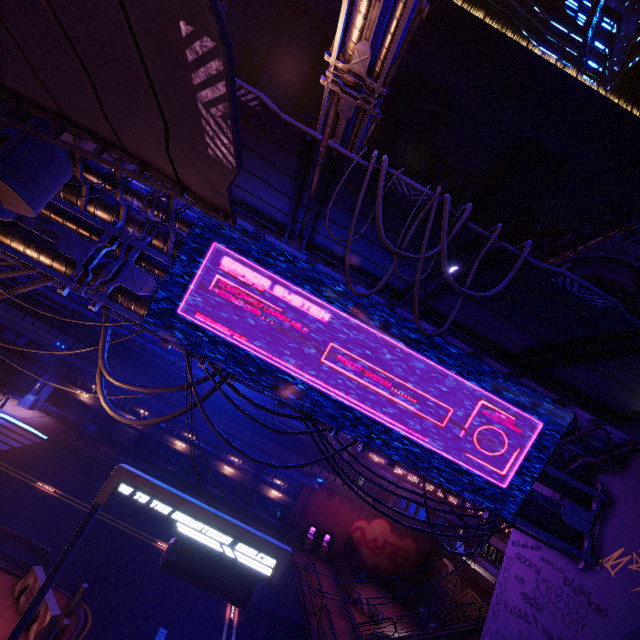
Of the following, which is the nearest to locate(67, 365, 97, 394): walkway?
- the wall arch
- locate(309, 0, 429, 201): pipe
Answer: locate(309, 0, 429, 201): pipe

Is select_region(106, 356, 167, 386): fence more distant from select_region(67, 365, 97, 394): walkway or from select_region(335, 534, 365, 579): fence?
select_region(335, 534, 365, 579): fence

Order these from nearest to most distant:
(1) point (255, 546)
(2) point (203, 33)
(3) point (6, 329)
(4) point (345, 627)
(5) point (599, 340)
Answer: (2) point (203, 33)
(5) point (599, 340)
(1) point (255, 546)
(4) point (345, 627)
(3) point (6, 329)

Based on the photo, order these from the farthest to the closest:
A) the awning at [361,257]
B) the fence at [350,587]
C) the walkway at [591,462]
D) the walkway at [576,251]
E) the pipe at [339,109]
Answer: the walkway at [576,251]
the fence at [350,587]
the pipe at [339,109]
the walkway at [591,462]
the awning at [361,257]

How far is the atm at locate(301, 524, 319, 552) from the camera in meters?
29.0 m

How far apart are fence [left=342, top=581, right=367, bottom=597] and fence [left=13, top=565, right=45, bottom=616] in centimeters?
2027cm

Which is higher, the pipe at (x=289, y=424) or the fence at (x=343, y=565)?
the pipe at (x=289, y=424)

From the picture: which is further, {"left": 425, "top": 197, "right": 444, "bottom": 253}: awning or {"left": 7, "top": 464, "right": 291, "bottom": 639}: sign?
{"left": 7, "top": 464, "right": 291, "bottom": 639}: sign
